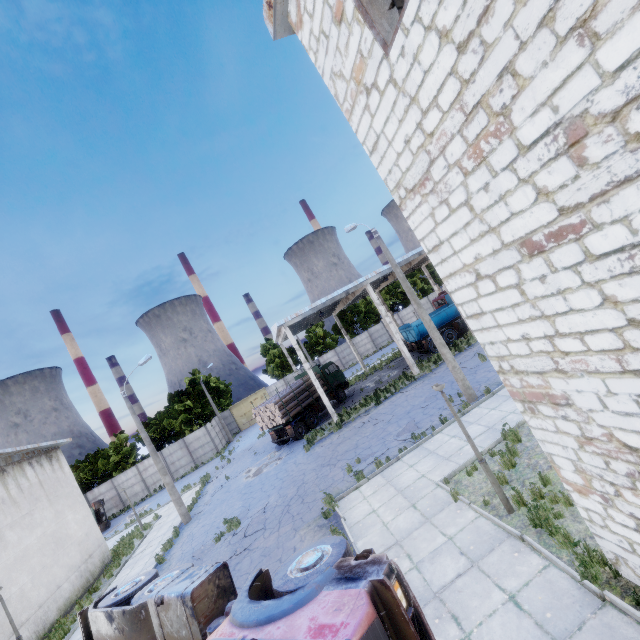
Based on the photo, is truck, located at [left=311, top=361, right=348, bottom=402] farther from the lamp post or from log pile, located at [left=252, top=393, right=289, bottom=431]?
the lamp post

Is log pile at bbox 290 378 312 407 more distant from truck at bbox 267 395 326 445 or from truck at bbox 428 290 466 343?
truck at bbox 428 290 466 343

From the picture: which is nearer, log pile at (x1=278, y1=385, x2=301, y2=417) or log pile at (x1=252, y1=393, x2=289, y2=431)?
log pile at (x1=252, y1=393, x2=289, y2=431)

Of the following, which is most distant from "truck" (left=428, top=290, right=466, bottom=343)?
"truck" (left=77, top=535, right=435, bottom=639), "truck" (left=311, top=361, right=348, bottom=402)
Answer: "truck" (left=77, top=535, right=435, bottom=639)

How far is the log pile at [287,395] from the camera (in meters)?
23.66

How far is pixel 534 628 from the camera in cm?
504

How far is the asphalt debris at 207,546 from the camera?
13.94m
